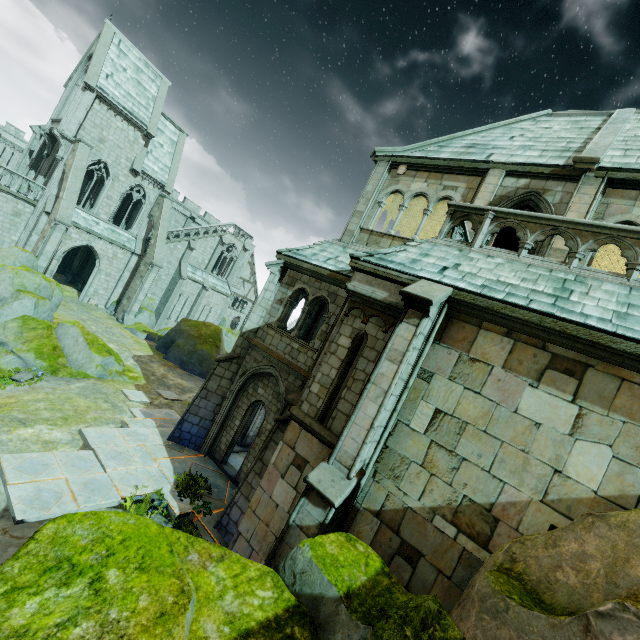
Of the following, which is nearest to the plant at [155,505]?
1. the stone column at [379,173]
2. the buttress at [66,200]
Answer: the stone column at [379,173]

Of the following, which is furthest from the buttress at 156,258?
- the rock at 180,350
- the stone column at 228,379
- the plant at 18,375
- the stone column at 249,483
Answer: the stone column at 249,483

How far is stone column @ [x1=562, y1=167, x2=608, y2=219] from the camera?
8.95m

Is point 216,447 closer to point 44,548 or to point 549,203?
point 44,548

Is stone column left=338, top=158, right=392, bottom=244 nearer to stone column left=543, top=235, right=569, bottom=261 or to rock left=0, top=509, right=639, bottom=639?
stone column left=543, top=235, right=569, bottom=261

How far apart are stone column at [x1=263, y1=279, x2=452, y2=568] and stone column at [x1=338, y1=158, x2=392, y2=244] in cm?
594

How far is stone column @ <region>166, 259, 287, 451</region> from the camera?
12.4m

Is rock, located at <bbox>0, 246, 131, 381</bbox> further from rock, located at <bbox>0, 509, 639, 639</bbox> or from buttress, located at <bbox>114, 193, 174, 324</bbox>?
rock, located at <bbox>0, 509, 639, 639</bbox>
